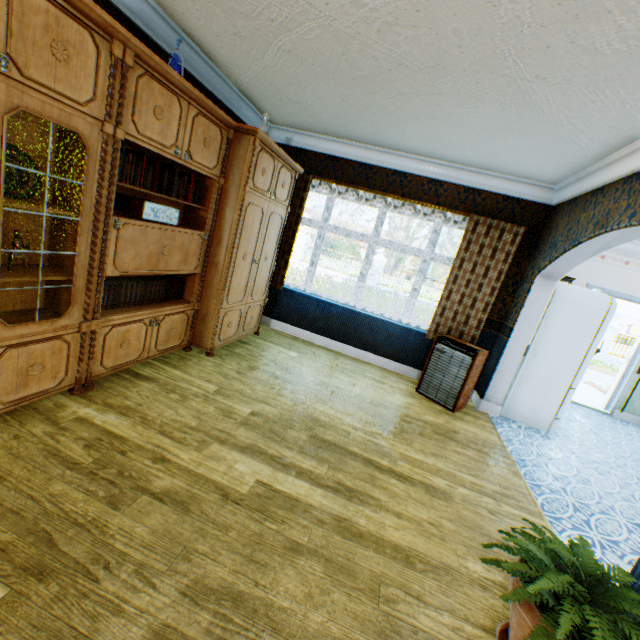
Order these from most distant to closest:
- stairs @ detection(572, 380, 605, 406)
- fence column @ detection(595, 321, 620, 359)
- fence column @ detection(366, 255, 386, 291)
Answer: fence column @ detection(366, 255, 386, 291), fence column @ detection(595, 321, 620, 359), stairs @ detection(572, 380, 605, 406)

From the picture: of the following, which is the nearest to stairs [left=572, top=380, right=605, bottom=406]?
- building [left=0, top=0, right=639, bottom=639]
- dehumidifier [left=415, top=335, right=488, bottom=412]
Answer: building [left=0, top=0, right=639, bottom=639]

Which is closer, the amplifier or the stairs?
the amplifier

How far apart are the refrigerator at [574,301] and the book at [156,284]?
4.6 meters

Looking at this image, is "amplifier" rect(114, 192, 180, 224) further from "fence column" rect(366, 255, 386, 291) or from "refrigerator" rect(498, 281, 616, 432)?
"fence column" rect(366, 255, 386, 291)

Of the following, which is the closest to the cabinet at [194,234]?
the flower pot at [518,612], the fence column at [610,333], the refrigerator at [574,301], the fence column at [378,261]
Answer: the flower pot at [518,612]

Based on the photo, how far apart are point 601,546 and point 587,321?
2.8 meters

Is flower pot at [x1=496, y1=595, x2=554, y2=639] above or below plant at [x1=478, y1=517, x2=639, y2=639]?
below
